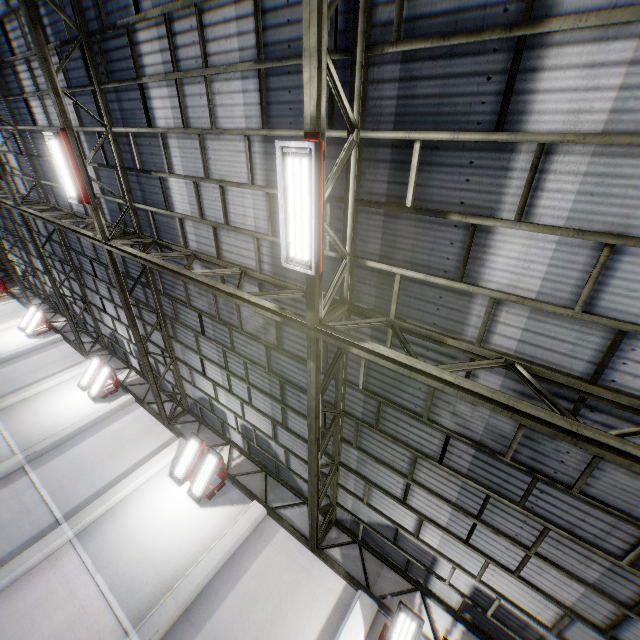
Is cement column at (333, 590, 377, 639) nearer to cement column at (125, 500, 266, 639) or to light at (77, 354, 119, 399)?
cement column at (125, 500, 266, 639)

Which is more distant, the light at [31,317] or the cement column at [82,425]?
the light at [31,317]

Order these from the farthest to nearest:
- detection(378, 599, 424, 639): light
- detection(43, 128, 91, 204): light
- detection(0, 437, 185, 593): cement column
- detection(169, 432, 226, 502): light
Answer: detection(169, 432, 226, 502): light
detection(0, 437, 185, 593): cement column
detection(43, 128, 91, 204): light
detection(378, 599, 424, 639): light

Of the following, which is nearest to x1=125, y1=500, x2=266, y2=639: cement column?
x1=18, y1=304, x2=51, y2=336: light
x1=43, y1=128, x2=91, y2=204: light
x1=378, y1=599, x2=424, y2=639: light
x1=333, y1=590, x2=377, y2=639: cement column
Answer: x1=333, y1=590, x2=377, y2=639: cement column

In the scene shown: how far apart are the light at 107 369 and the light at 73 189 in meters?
8.3

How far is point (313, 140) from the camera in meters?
3.9

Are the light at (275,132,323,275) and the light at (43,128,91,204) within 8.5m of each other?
yes

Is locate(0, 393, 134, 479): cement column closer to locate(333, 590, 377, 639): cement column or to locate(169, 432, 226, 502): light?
locate(169, 432, 226, 502): light
